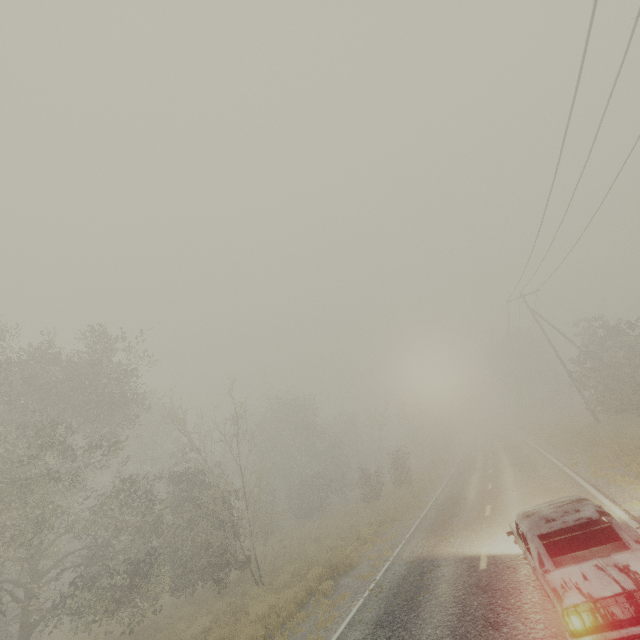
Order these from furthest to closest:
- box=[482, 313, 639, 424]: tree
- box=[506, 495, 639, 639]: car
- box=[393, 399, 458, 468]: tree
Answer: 1. box=[393, 399, 458, 468]: tree
2. box=[482, 313, 639, 424]: tree
3. box=[506, 495, 639, 639]: car

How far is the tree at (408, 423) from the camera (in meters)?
39.91

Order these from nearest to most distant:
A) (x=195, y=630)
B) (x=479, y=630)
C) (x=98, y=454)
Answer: (x=479, y=630) → (x=195, y=630) → (x=98, y=454)

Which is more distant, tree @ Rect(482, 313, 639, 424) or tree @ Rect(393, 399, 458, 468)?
tree @ Rect(393, 399, 458, 468)

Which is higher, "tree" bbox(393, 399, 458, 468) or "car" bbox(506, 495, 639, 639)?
"tree" bbox(393, 399, 458, 468)

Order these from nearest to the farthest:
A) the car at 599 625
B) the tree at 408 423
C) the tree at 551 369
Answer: the car at 599 625 < the tree at 551 369 < the tree at 408 423

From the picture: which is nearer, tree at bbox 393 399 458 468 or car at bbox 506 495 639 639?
car at bbox 506 495 639 639
